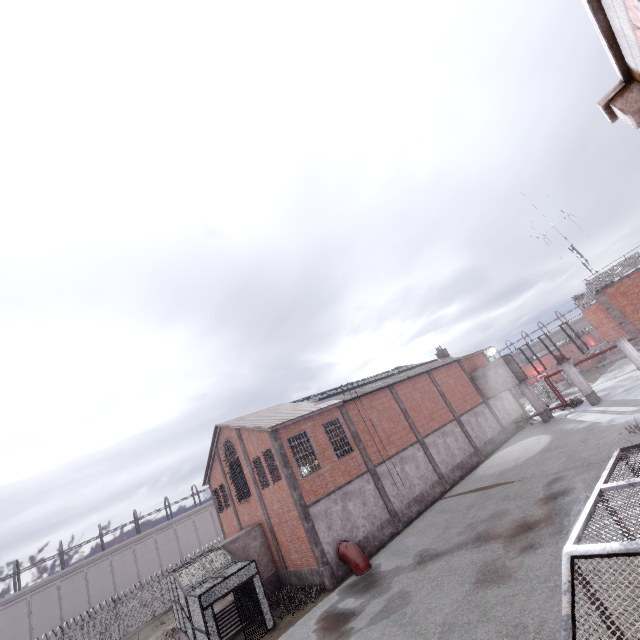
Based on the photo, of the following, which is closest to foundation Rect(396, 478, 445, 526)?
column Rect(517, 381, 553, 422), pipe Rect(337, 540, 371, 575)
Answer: pipe Rect(337, 540, 371, 575)

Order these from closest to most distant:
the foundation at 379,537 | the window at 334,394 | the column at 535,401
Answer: the foundation at 379,537 < the window at 334,394 < the column at 535,401

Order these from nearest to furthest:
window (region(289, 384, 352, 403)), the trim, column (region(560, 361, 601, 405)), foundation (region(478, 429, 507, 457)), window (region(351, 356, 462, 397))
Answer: the trim → window (region(289, 384, 352, 403)) → window (region(351, 356, 462, 397)) → column (region(560, 361, 601, 405)) → foundation (region(478, 429, 507, 457))

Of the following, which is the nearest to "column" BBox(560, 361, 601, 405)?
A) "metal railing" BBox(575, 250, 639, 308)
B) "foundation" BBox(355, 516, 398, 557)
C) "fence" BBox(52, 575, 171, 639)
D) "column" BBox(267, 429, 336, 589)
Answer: "metal railing" BBox(575, 250, 639, 308)

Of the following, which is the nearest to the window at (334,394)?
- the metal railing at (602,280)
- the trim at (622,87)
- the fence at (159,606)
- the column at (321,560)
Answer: the column at (321,560)

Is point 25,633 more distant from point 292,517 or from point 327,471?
point 327,471

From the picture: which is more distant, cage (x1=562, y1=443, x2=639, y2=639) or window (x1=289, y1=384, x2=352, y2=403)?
window (x1=289, y1=384, x2=352, y2=403)

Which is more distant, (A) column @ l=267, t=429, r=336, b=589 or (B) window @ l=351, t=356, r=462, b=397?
(B) window @ l=351, t=356, r=462, b=397
